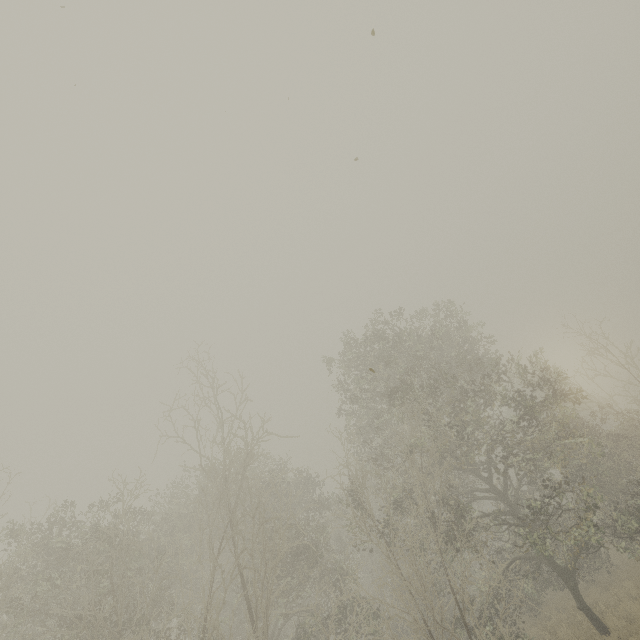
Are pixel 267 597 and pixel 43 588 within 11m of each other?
yes
